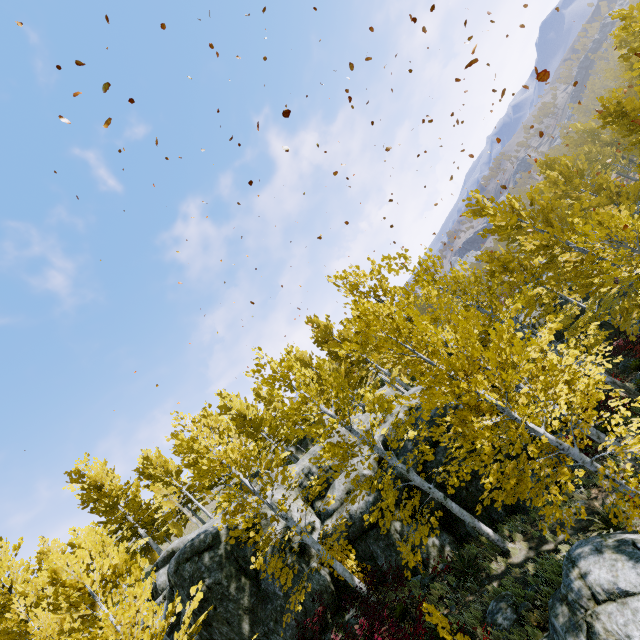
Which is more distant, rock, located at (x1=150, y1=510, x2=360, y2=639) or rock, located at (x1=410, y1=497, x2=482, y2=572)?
rock, located at (x1=150, y1=510, x2=360, y2=639)

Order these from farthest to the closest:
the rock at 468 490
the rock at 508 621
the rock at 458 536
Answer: the rock at 468 490, the rock at 458 536, the rock at 508 621

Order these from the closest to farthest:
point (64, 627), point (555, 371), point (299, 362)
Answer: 1. point (555, 371)
2. point (64, 627)
3. point (299, 362)

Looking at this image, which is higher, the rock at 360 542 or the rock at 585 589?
the rock at 360 542

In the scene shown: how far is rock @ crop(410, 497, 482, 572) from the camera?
12.23m

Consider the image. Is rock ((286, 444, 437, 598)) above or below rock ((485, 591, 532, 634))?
above

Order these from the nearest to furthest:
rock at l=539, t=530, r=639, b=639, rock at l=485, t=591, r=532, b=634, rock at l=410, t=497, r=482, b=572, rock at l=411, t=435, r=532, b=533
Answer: rock at l=539, t=530, r=639, b=639 < rock at l=485, t=591, r=532, b=634 < rock at l=410, t=497, r=482, b=572 < rock at l=411, t=435, r=532, b=533

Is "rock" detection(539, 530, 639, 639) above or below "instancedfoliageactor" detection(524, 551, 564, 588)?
above
